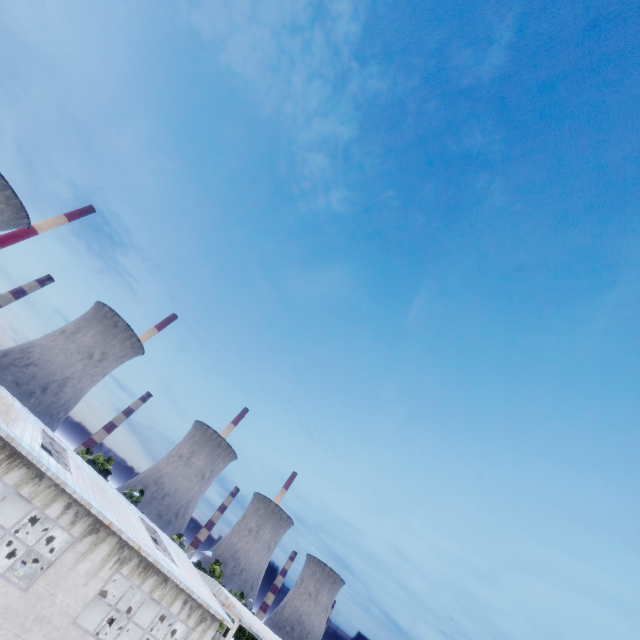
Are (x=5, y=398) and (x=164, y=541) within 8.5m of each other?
no
